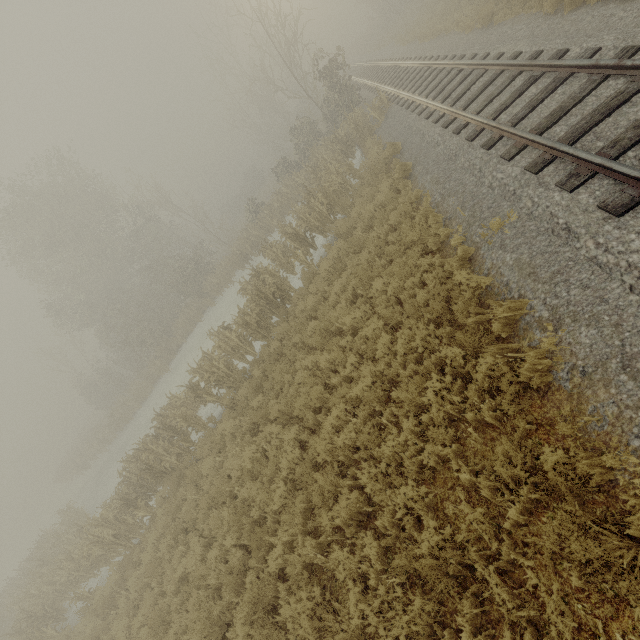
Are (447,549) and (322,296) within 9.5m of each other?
yes
